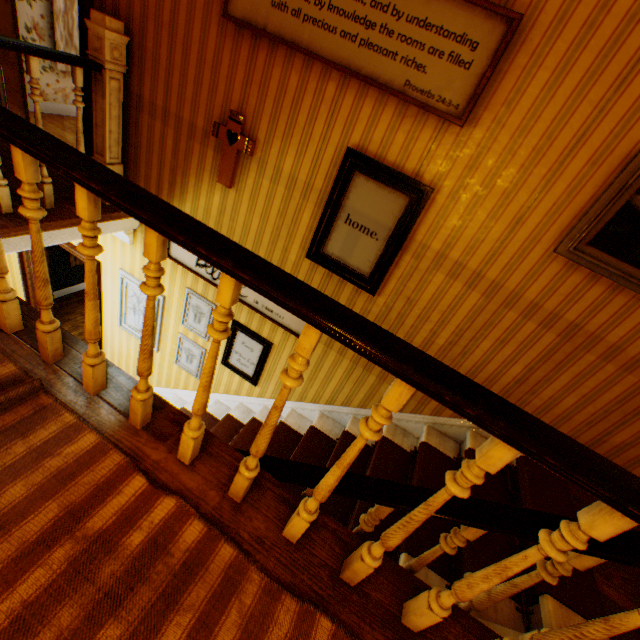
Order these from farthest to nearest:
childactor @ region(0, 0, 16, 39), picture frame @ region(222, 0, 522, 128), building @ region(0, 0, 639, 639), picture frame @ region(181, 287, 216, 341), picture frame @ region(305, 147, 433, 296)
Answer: picture frame @ region(181, 287, 216, 341) → childactor @ region(0, 0, 16, 39) → picture frame @ region(305, 147, 433, 296) → picture frame @ region(222, 0, 522, 128) → building @ region(0, 0, 639, 639)

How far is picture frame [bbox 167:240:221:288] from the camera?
3.6 meters

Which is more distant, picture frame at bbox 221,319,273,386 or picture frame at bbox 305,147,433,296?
picture frame at bbox 221,319,273,386

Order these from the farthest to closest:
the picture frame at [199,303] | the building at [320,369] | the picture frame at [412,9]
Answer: the picture frame at [199,303]
the picture frame at [412,9]
the building at [320,369]

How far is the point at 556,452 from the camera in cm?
86

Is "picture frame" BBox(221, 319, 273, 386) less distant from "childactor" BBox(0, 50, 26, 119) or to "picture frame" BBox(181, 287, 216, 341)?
"picture frame" BBox(181, 287, 216, 341)

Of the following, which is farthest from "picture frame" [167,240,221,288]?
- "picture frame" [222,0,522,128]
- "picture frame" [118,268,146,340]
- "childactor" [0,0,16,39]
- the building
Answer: "childactor" [0,0,16,39]

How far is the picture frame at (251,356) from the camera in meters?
3.8
